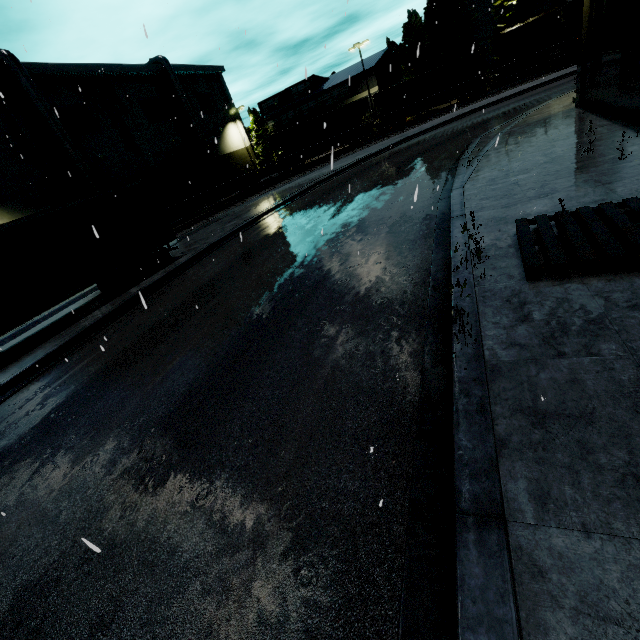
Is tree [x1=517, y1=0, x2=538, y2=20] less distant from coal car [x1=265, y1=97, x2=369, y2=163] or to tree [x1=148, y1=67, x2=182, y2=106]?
coal car [x1=265, y1=97, x2=369, y2=163]

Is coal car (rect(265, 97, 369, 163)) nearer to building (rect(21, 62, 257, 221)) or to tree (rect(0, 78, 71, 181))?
tree (rect(0, 78, 71, 181))

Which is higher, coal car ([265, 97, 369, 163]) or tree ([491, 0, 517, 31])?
tree ([491, 0, 517, 31])

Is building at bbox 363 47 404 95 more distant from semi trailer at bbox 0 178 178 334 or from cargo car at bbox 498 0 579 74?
cargo car at bbox 498 0 579 74

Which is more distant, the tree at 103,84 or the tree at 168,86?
the tree at 168,86

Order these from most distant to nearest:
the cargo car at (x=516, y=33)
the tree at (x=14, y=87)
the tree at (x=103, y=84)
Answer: the tree at (x=103, y=84)
the cargo car at (x=516, y=33)
the tree at (x=14, y=87)

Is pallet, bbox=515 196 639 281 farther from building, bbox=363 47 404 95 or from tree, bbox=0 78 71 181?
tree, bbox=0 78 71 181

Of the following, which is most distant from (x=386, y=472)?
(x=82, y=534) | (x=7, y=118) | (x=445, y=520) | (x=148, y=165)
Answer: (x=148, y=165)
